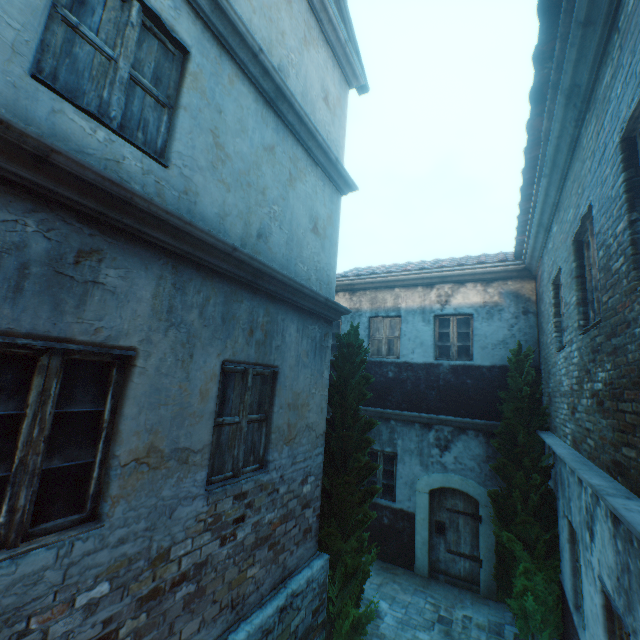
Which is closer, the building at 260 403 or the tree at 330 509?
the building at 260 403

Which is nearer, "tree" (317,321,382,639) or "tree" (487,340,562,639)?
"tree" (317,321,382,639)

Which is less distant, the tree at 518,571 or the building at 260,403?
the building at 260,403

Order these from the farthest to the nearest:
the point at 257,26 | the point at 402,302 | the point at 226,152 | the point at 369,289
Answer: Result:
1. the point at 369,289
2. the point at 402,302
3. the point at 257,26
4. the point at 226,152

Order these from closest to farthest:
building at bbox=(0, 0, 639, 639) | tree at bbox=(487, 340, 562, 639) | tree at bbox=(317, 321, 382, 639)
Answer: building at bbox=(0, 0, 639, 639) → tree at bbox=(317, 321, 382, 639) → tree at bbox=(487, 340, 562, 639)

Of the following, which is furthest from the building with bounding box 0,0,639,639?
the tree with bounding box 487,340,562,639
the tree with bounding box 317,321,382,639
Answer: the tree with bounding box 317,321,382,639
